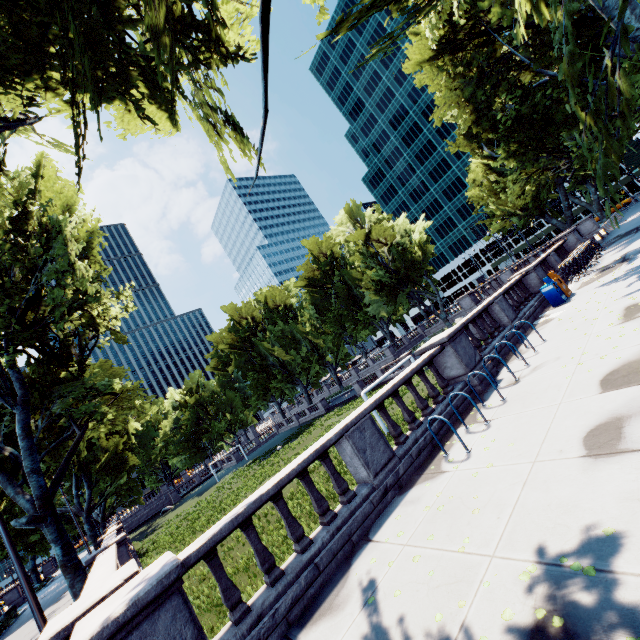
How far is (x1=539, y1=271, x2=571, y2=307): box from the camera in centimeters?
1492cm

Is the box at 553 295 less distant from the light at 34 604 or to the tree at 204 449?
the tree at 204 449

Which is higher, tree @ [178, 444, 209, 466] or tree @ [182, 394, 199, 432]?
tree @ [182, 394, 199, 432]

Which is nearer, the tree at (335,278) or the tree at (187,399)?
the tree at (335,278)

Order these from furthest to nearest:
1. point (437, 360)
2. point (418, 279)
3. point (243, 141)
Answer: point (418, 279), point (437, 360), point (243, 141)

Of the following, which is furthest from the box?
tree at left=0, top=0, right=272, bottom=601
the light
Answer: the light

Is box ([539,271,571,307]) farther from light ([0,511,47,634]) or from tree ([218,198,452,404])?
light ([0,511,47,634])
